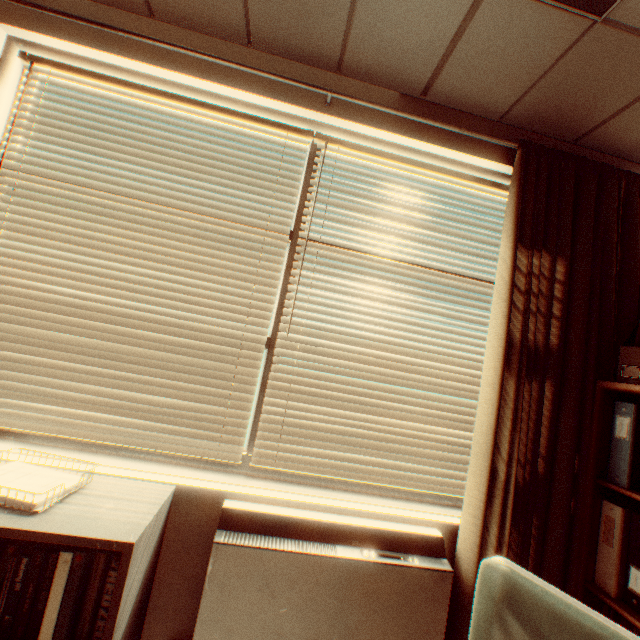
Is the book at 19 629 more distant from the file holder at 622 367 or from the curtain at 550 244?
the file holder at 622 367

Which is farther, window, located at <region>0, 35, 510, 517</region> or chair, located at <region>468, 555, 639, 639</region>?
window, located at <region>0, 35, 510, 517</region>

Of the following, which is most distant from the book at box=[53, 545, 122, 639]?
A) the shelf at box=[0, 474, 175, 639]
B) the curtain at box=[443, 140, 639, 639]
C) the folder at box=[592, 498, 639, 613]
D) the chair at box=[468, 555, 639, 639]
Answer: the folder at box=[592, 498, 639, 613]

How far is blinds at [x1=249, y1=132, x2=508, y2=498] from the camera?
1.94m

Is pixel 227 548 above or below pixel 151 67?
below

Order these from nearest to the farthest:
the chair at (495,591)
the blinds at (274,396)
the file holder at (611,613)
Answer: the chair at (495,591) < the file holder at (611,613) < the blinds at (274,396)

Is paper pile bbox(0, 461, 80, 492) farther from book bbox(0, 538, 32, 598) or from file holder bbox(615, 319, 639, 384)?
file holder bbox(615, 319, 639, 384)

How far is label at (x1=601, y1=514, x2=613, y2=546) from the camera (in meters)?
1.55
